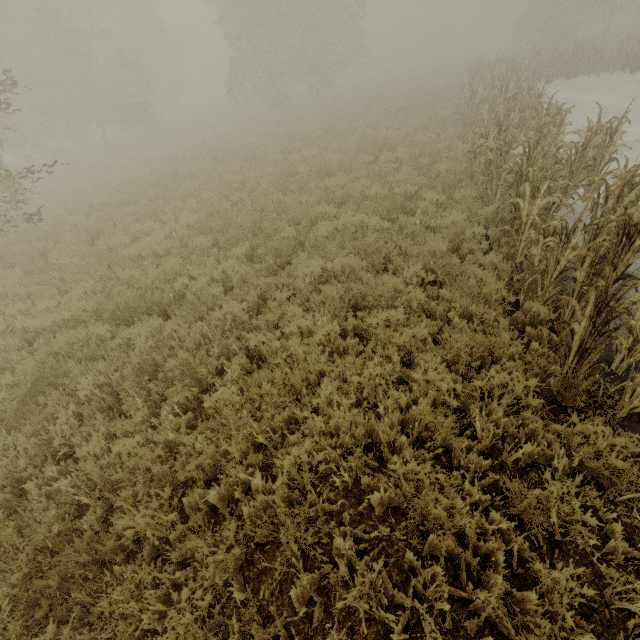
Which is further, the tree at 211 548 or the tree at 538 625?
the tree at 211 548

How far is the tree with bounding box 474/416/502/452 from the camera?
3.4 meters

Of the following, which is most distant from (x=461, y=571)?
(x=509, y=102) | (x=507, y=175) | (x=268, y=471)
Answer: (x=509, y=102)

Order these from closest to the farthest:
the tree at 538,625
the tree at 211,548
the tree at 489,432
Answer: the tree at 538,625
the tree at 211,548
the tree at 489,432

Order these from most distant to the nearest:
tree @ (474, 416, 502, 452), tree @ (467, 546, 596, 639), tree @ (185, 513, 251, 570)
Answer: tree @ (474, 416, 502, 452), tree @ (185, 513, 251, 570), tree @ (467, 546, 596, 639)

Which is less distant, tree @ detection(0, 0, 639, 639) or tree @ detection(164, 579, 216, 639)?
tree @ detection(164, 579, 216, 639)
